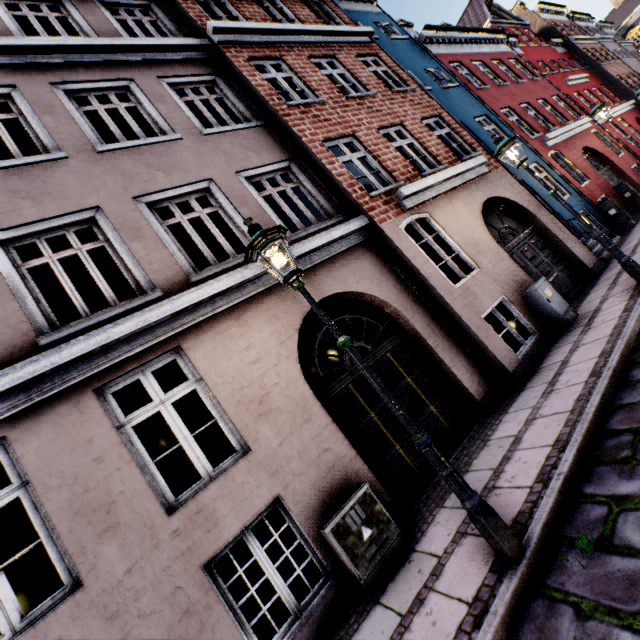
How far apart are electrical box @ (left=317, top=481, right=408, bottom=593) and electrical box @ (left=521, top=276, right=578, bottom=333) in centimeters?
535cm

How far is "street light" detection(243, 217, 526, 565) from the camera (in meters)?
2.70

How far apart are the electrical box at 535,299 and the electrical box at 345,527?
5.3m

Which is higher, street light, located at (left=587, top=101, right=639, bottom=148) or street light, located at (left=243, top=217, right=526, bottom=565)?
street light, located at (left=587, top=101, right=639, bottom=148)

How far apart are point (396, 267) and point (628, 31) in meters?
65.5 m

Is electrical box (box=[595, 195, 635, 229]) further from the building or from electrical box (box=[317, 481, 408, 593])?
electrical box (box=[317, 481, 408, 593])

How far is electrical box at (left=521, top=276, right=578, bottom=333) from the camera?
6.64m

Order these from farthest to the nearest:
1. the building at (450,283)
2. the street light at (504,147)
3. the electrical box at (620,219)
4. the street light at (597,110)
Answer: the electrical box at (620,219)
the street light at (597,110)
the street light at (504,147)
the building at (450,283)
